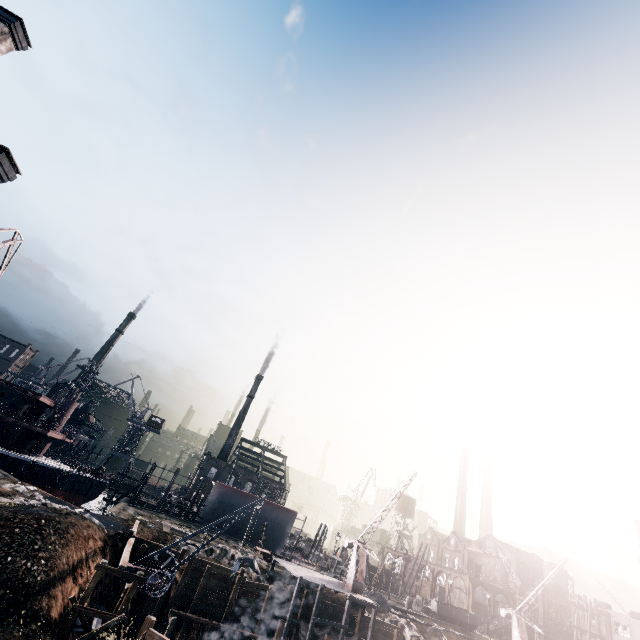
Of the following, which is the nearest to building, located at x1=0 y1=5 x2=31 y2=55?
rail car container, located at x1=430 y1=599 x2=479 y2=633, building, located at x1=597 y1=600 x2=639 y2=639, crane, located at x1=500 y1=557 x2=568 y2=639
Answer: rail car container, located at x1=430 y1=599 x2=479 y2=633

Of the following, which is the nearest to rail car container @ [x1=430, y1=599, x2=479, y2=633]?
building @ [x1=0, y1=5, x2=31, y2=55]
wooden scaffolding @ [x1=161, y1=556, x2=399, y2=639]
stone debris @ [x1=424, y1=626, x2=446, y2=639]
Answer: stone debris @ [x1=424, y1=626, x2=446, y2=639]

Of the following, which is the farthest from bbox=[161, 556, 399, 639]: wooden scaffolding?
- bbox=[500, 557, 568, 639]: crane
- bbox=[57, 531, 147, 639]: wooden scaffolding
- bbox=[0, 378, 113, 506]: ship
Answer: bbox=[0, 378, 113, 506]: ship

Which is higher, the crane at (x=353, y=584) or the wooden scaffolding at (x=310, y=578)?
the crane at (x=353, y=584)

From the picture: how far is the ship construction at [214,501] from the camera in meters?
53.5 m

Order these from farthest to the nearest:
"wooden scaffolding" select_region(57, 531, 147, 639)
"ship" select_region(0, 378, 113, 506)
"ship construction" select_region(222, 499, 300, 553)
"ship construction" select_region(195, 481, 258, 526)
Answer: "ship construction" select_region(222, 499, 300, 553) → "ship construction" select_region(195, 481, 258, 526) → "ship" select_region(0, 378, 113, 506) → "wooden scaffolding" select_region(57, 531, 147, 639)

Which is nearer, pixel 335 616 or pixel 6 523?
pixel 6 523

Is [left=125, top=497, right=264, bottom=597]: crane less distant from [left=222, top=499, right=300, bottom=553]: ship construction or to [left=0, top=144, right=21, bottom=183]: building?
[left=0, top=144, right=21, bottom=183]: building
